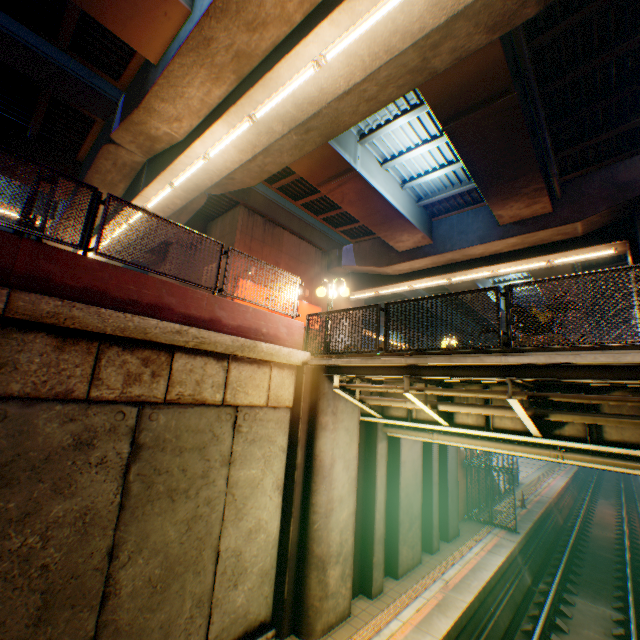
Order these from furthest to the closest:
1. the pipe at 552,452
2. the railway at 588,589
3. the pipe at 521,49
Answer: the railway at 588,589 → the pipe at 521,49 → the pipe at 552,452

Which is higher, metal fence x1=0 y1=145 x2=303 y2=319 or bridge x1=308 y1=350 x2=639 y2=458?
metal fence x1=0 y1=145 x2=303 y2=319

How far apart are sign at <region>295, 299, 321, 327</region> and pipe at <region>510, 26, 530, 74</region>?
13.4m

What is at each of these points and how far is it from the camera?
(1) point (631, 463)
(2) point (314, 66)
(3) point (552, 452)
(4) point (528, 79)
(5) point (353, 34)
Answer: (1) pipe, 6.1 meters
(2) street lamp, 7.2 meters
(3) pipe, 6.9 meters
(4) pipe, 9.1 meters
(5) street lamp, 6.5 meters

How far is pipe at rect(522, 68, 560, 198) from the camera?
9.3 meters

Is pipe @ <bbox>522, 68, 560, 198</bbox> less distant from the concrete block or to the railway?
the concrete block

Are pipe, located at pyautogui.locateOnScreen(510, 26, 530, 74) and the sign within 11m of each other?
no

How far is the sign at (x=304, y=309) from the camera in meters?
20.0
